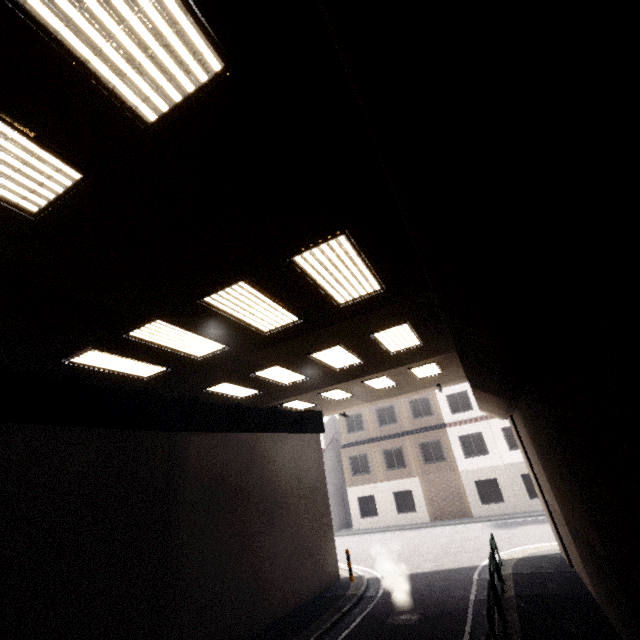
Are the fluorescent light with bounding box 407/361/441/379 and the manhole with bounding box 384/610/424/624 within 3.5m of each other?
no

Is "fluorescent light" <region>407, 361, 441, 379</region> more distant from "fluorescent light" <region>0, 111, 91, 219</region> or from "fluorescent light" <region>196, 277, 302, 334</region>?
"fluorescent light" <region>0, 111, 91, 219</region>

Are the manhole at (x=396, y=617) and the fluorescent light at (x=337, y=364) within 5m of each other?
no

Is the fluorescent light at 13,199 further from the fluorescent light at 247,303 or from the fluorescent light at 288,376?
the fluorescent light at 288,376

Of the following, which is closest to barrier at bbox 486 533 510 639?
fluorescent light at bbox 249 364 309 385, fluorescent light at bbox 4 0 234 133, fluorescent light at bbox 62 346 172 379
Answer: fluorescent light at bbox 249 364 309 385

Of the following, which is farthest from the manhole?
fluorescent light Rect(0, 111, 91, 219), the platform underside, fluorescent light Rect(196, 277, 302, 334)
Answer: fluorescent light Rect(0, 111, 91, 219)

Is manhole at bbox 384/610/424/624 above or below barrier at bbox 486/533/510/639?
below

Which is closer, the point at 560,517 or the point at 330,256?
the point at 330,256
